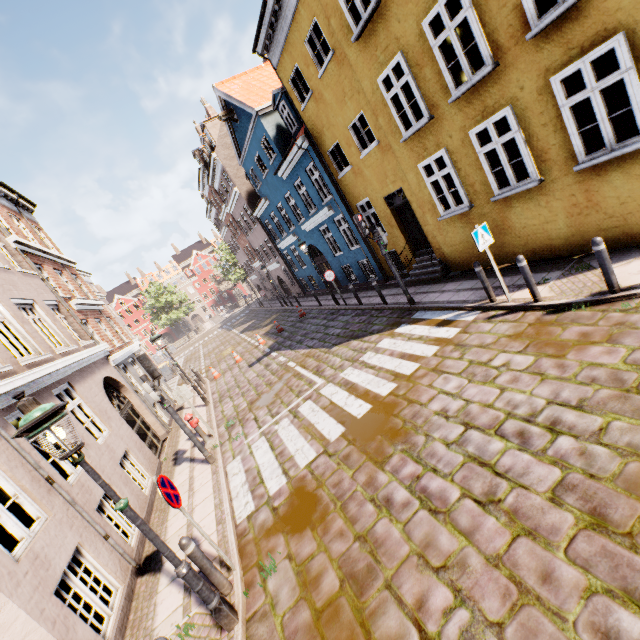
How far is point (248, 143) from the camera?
18.6m

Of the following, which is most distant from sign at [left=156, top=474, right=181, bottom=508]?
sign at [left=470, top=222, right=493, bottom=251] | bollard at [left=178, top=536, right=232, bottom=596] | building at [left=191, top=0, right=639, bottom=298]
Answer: sign at [left=470, top=222, right=493, bottom=251]

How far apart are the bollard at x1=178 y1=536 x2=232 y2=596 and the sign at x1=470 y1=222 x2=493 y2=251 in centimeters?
755cm

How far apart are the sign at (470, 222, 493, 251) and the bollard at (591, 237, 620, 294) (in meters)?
1.90

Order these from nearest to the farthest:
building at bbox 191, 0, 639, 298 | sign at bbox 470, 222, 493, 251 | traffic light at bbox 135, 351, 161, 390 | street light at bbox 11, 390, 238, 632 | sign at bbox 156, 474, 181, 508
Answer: street light at bbox 11, 390, 238, 632
sign at bbox 156, 474, 181, 508
building at bbox 191, 0, 639, 298
sign at bbox 470, 222, 493, 251
traffic light at bbox 135, 351, 161, 390

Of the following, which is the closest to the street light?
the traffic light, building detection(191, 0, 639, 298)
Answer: building detection(191, 0, 639, 298)

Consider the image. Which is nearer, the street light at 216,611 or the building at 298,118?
the street light at 216,611

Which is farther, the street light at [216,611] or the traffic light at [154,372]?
the traffic light at [154,372]
